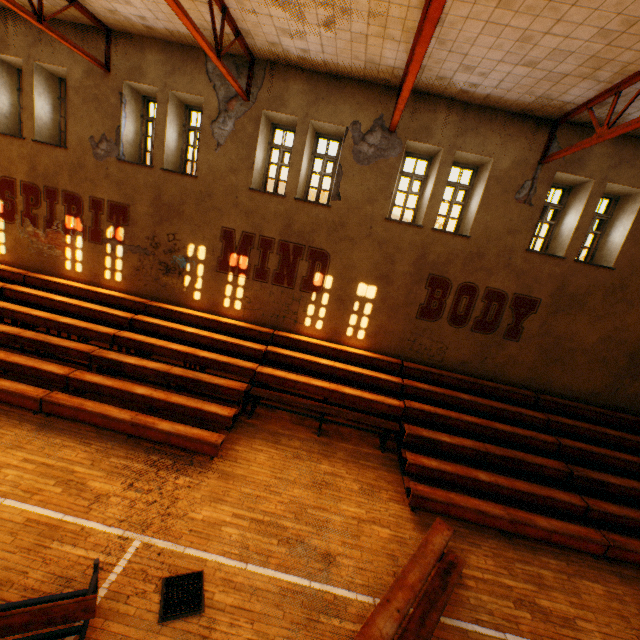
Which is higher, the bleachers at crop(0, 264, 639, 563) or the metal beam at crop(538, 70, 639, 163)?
the metal beam at crop(538, 70, 639, 163)

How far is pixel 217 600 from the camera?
4.4 meters

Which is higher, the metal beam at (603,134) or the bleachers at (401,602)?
the metal beam at (603,134)

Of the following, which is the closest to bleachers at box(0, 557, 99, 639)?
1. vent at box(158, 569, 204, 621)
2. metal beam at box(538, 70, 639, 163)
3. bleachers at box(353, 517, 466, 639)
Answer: vent at box(158, 569, 204, 621)

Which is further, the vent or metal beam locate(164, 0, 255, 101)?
metal beam locate(164, 0, 255, 101)

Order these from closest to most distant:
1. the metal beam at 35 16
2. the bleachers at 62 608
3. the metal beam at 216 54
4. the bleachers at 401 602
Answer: the bleachers at 62 608 → the bleachers at 401 602 → the metal beam at 216 54 → the metal beam at 35 16

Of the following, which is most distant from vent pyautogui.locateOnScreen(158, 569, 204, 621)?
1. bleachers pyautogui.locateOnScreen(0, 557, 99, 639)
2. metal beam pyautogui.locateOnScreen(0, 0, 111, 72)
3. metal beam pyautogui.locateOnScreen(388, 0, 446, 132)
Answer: metal beam pyautogui.locateOnScreen(0, 0, 111, 72)

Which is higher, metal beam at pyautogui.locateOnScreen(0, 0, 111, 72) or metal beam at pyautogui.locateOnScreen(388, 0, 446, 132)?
metal beam at pyautogui.locateOnScreen(0, 0, 111, 72)
